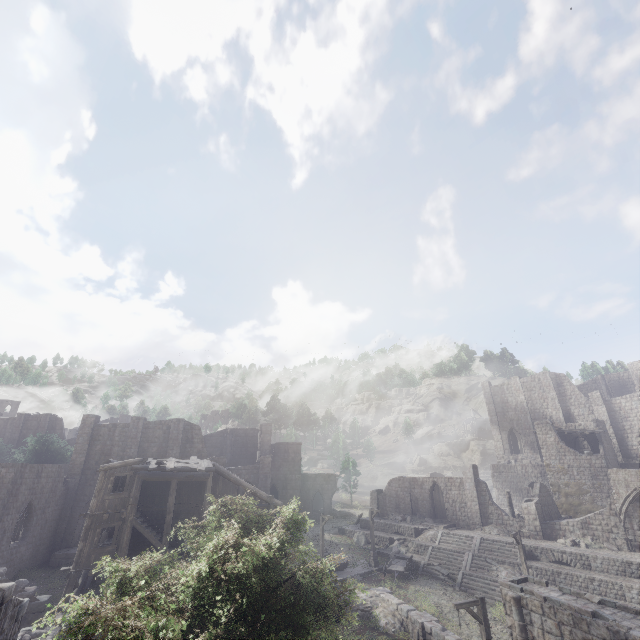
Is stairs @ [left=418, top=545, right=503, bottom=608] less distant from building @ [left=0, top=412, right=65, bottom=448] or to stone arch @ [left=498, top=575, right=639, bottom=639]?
stone arch @ [left=498, top=575, right=639, bottom=639]

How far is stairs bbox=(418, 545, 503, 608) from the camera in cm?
2470

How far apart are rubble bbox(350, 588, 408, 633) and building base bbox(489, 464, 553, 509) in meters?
32.8 m

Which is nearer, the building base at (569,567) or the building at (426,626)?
the building at (426,626)

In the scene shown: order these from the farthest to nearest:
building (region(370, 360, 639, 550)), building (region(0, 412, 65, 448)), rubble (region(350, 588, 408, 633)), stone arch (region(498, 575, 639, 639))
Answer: building (region(0, 412, 65, 448)) < building (region(370, 360, 639, 550)) < rubble (region(350, 588, 408, 633)) < stone arch (region(498, 575, 639, 639))

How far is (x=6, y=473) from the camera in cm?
2403

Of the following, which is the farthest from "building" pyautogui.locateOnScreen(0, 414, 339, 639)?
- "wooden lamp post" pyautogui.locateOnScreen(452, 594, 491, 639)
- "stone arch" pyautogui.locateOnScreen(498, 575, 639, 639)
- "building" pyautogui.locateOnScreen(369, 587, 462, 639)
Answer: "building" pyautogui.locateOnScreen(369, 587, 462, 639)

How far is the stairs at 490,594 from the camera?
24.70m
